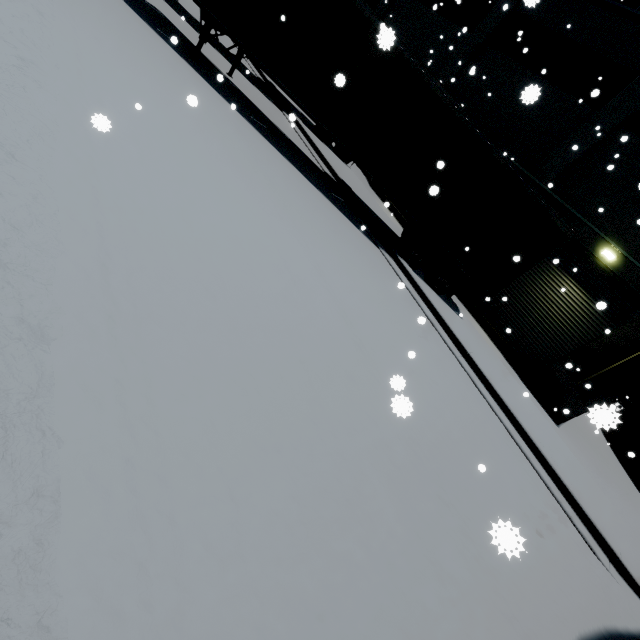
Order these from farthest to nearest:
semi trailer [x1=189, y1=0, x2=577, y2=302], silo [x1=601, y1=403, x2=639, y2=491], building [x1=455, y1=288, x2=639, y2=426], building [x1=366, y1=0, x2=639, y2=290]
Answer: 1. building [x1=366, y1=0, x2=639, y2=290]
2. building [x1=455, y1=288, x2=639, y2=426]
3. semi trailer [x1=189, y1=0, x2=577, y2=302]
4. silo [x1=601, y1=403, x2=639, y2=491]

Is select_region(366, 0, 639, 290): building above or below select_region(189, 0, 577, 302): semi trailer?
above

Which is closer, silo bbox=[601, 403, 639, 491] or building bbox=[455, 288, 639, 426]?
silo bbox=[601, 403, 639, 491]

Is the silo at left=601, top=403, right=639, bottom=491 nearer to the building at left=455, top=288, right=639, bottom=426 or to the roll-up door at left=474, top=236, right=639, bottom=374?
the building at left=455, top=288, right=639, bottom=426

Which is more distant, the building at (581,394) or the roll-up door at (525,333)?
the roll-up door at (525,333)

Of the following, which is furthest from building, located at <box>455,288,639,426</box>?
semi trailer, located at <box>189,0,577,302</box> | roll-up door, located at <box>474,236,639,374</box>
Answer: semi trailer, located at <box>189,0,577,302</box>

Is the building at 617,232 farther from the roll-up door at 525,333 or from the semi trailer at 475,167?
the semi trailer at 475,167

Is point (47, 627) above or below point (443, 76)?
below
